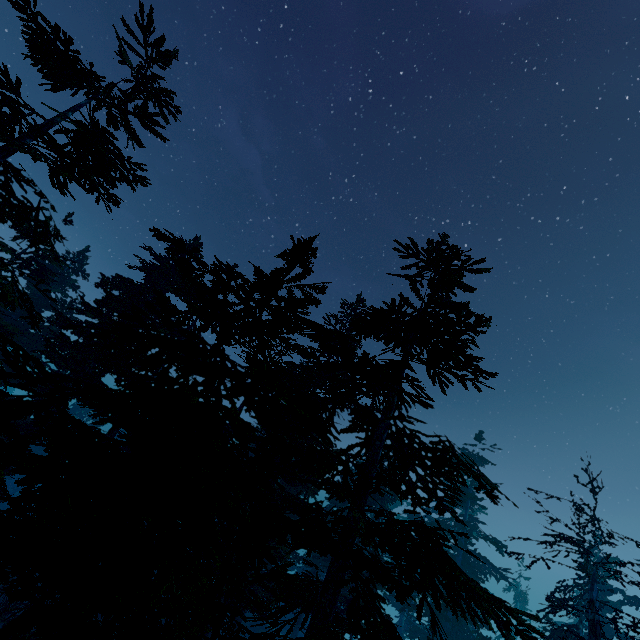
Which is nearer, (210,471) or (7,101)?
(210,471)
